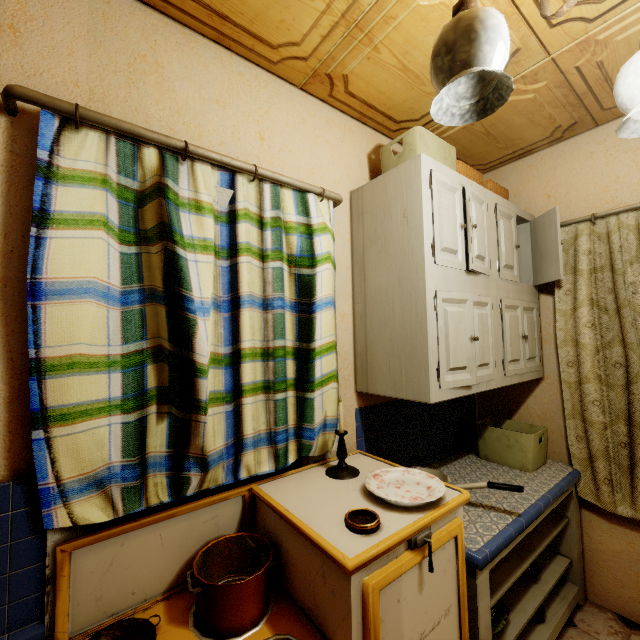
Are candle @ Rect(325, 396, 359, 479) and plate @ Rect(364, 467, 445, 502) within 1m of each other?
yes

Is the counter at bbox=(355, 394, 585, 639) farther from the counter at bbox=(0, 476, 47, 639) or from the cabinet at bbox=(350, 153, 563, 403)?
the counter at bbox=(0, 476, 47, 639)

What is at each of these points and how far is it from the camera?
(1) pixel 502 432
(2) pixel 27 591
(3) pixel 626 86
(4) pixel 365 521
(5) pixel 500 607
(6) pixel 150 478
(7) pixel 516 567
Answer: (1) basket, 2.1 meters
(2) counter, 0.9 meters
(3) ceiling light, 1.0 meters
(4) ashtray, 1.0 meters
(5) plate, 1.6 meters
(6) curtain, 1.1 meters
(7) counter, 1.6 meters

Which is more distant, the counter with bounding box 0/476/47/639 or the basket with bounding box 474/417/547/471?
the basket with bounding box 474/417/547/471

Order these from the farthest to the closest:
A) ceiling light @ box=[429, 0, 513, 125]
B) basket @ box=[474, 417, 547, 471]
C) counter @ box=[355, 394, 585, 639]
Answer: basket @ box=[474, 417, 547, 471] < counter @ box=[355, 394, 585, 639] < ceiling light @ box=[429, 0, 513, 125]

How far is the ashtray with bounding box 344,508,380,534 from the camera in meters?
1.0

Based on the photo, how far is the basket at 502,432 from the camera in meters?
1.9 m

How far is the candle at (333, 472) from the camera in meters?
1.4 m
